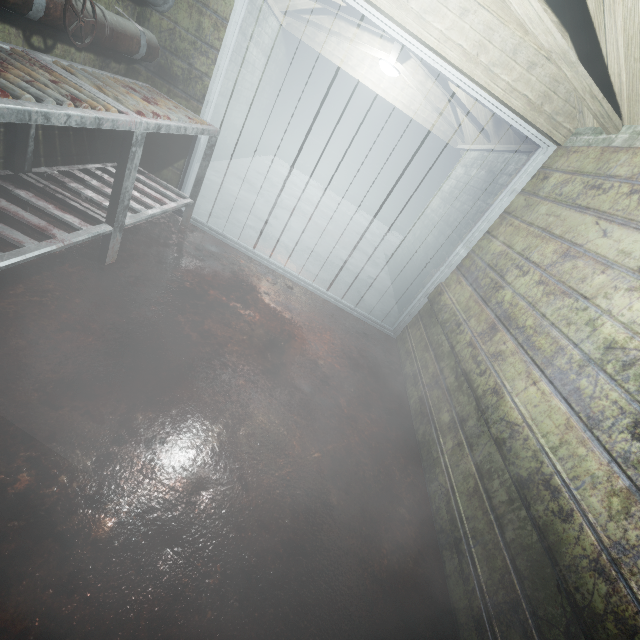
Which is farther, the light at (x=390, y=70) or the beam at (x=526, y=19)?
the light at (x=390, y=70)

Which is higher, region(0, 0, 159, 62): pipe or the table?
region(0, 0, 159, 62): pipe

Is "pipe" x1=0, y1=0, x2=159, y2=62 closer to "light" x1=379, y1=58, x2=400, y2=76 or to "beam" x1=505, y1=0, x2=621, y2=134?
"beam" x1=505, y1=0, x2=621, y2=134

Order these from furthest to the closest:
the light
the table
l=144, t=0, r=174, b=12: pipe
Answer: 1. the light
2. l=144, t=0, r=174, b=12: pipe
3. the table

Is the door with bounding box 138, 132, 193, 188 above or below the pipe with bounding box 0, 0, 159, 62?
below

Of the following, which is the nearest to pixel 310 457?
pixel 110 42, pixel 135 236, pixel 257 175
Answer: pixel 135 236

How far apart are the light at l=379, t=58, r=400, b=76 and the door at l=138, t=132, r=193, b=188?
2.70m

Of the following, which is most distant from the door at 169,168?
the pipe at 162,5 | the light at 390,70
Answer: the light at 390,70
